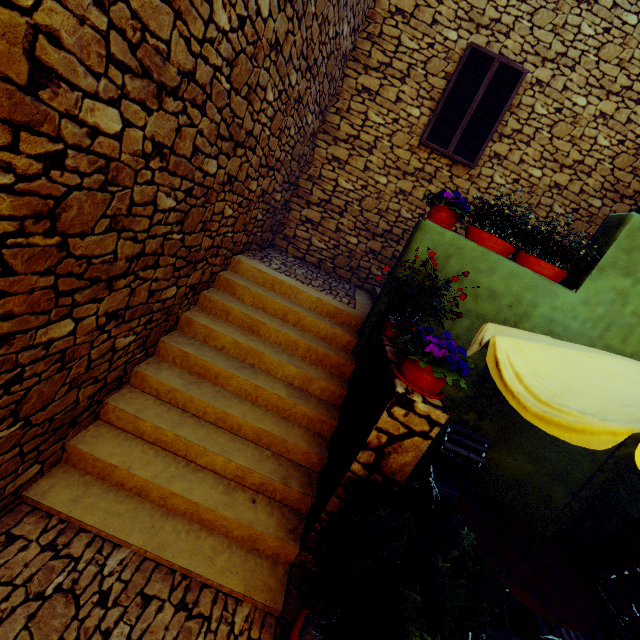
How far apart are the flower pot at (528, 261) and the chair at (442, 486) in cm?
218

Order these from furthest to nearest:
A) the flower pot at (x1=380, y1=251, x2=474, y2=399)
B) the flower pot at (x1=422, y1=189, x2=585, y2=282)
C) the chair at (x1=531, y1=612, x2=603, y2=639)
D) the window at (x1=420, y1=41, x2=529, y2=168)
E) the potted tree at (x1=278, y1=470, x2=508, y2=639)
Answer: the window at (x1=420, y1=41, x2=529, y2=168) → the flower pot at (x1=422, y1=189, x2=585, y2=282) → the chair at (x1=531, y1=612, x2=603, y2=639) → the flower pot at (x1=380, y1=251, x2=474, y2=399) → the potted tree at (x1=278, y1=470, x2=508, y2=639)

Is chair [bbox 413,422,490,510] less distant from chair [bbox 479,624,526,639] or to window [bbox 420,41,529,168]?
chair [bbox 479,624,526,639]

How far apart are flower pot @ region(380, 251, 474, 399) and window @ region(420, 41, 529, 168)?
4.39m

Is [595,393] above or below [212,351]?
above

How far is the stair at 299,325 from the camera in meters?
2.5 m

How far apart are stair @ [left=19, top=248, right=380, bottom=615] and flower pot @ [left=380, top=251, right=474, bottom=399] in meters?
1.1 m

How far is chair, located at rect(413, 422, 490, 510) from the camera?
4.0 meters
